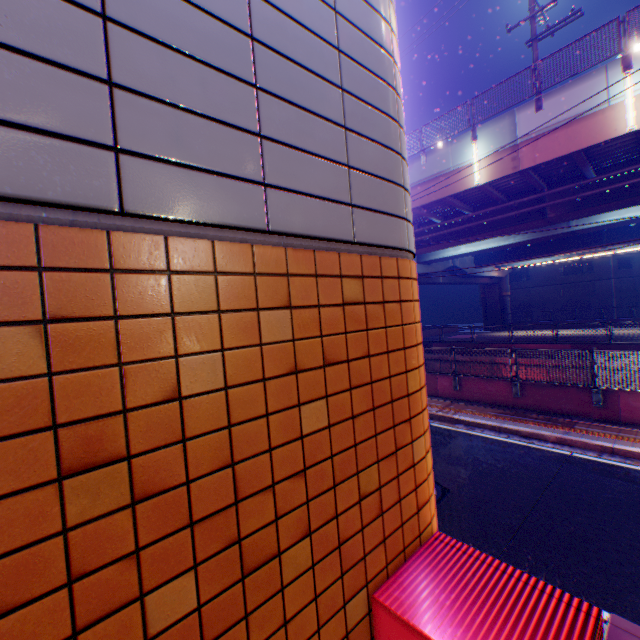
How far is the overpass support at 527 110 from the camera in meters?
11.1

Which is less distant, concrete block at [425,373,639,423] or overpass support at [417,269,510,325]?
concrete block at [425,373,639,423]

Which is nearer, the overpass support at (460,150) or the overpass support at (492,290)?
the overpass support at (460,150)

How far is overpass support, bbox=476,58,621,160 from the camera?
11.1 meters

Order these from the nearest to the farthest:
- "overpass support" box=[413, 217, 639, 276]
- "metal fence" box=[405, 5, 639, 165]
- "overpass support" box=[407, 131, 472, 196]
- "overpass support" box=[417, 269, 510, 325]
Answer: "metal fence" box=[405, 5, 639, 165], "overpass support" box=[407, 131, 472, 196], "overpass support" box=[413, 217, 639, 276], "overpass support" box=[417, 269, 510, 325]

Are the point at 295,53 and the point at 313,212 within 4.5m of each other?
yes

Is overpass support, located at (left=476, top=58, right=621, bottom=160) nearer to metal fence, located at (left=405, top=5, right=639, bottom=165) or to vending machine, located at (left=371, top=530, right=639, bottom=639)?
metal fence, located at (left=405, top=5, right=639, bottom=165)
